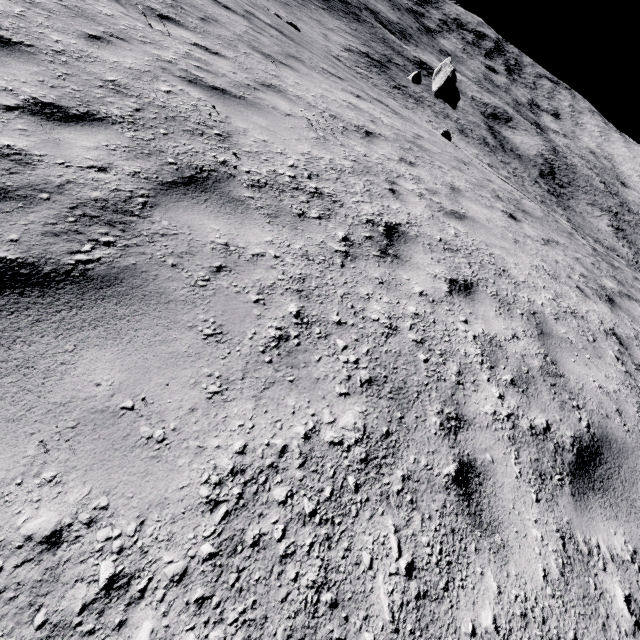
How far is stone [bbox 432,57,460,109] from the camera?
22.0 meters

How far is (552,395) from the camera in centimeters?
299cm

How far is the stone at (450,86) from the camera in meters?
22.0
